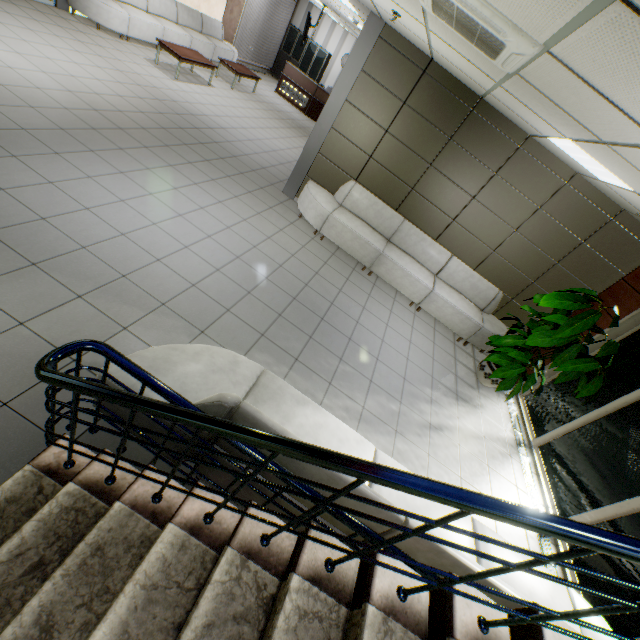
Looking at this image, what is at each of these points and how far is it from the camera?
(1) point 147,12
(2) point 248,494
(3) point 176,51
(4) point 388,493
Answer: (1) sofa, 8.9 meters
(2) sofa, 2.2 meters
(3) table, 8.1 meters
(4) sofa, 2.5 meters

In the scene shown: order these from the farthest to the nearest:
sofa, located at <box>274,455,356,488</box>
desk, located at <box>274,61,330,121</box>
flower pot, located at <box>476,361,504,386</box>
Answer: desk, located at <box>274,61,330,121</box> → flower pot, located at <box>476,361,504,386</box> → sofa, located at <box>274,455,356,488</box>

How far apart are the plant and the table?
9.71m

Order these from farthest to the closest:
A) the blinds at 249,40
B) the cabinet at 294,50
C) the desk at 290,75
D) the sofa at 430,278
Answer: the cabinet at 294,50 < the desk at 290,75 < the blinds at 249,40 < the sofa at 430,278

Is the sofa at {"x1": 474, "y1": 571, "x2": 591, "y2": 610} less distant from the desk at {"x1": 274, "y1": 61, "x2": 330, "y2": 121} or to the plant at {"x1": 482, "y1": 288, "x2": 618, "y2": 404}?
the plant at {"x1": 482, "y1": 288, "x2": 618, "y2": 404}

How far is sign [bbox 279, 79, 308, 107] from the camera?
13.5 meters

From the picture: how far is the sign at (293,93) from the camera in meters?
13.5 m

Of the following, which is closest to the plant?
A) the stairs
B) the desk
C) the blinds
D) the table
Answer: the stairs
